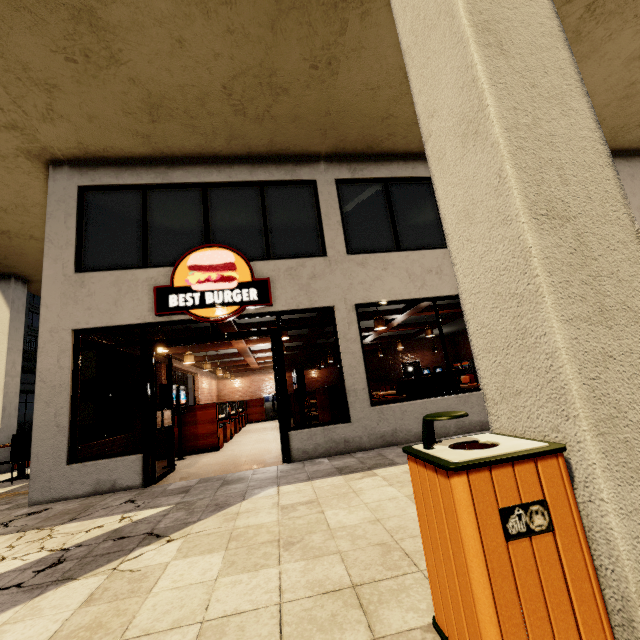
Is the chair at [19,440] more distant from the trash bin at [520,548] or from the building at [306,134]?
the trash bin at [520,548]

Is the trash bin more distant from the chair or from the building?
the chair

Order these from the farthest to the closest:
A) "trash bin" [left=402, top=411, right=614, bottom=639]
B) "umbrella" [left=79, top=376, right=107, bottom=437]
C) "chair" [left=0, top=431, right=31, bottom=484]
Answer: "umbrella" [left=79, top=376, right=107, bottom=437]
"chair" [left=0, top=431, right=31, bottom=484]
"trash bin" [left=402, top=411, right=614, bottom=639]

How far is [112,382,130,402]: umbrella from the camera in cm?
870

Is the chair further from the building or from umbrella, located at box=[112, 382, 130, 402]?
the building

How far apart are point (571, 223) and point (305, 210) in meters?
5.7

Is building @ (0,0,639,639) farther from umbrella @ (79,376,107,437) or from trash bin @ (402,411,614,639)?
umbrella @ (79,376,107,437)

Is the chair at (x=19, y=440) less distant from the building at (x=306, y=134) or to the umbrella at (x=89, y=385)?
the umbrella at (x=89, y=385)
